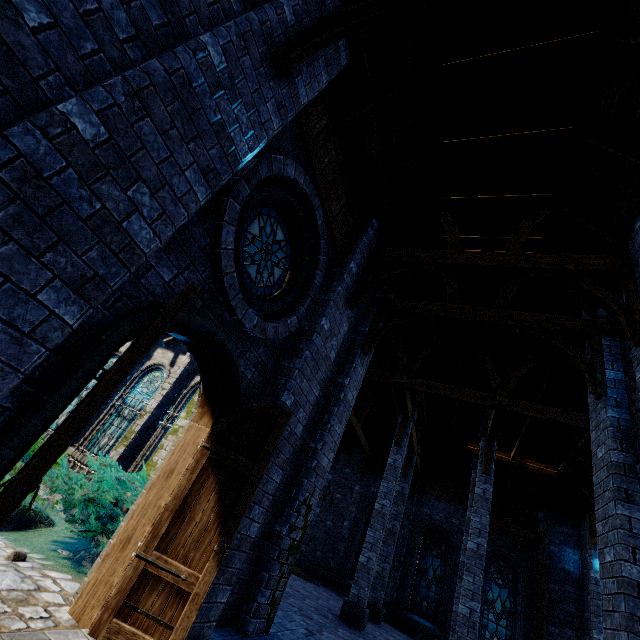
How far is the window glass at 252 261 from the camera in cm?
449

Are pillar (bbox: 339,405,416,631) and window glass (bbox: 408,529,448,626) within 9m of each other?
yes

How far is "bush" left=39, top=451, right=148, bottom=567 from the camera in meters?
4.7 m

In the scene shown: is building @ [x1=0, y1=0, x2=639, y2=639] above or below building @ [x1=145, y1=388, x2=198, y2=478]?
above

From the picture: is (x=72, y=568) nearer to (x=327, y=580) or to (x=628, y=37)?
(x=628, y=37)

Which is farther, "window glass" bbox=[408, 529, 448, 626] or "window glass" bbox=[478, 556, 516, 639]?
"window glass" bbox=[408, 529, 448, 626]

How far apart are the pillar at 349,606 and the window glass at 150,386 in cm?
909

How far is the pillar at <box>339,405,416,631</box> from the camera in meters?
9.8 m
